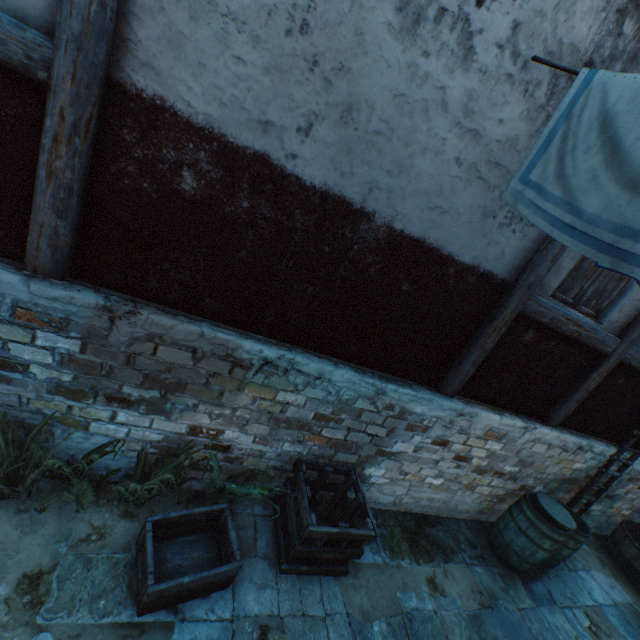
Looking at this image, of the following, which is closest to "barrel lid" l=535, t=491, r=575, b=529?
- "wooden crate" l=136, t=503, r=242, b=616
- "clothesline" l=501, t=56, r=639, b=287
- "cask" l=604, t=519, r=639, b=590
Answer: "cask" l=604, t=519, r=639, b=590

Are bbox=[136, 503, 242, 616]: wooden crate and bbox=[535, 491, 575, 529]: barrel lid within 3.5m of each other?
no

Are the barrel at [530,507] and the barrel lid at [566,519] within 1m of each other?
yes

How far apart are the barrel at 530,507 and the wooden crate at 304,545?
2.60m

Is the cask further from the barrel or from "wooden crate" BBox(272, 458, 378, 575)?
"wooden crate" BBox(272, 458, 378, 575)

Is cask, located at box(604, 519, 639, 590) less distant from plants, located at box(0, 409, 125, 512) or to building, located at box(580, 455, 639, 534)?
building, located at box(580, 455, 639, 534)

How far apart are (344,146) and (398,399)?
2.6m

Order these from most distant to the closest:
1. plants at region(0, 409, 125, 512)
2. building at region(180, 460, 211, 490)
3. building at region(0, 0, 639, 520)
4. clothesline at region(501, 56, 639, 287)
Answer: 1. building at region(180, 460, 211, 490)
2. plants at region(0, 409, 125, 512)
3. building at region(0, 0, 639, 520)
4. clothesline at region(501, 56, 639, 287)
